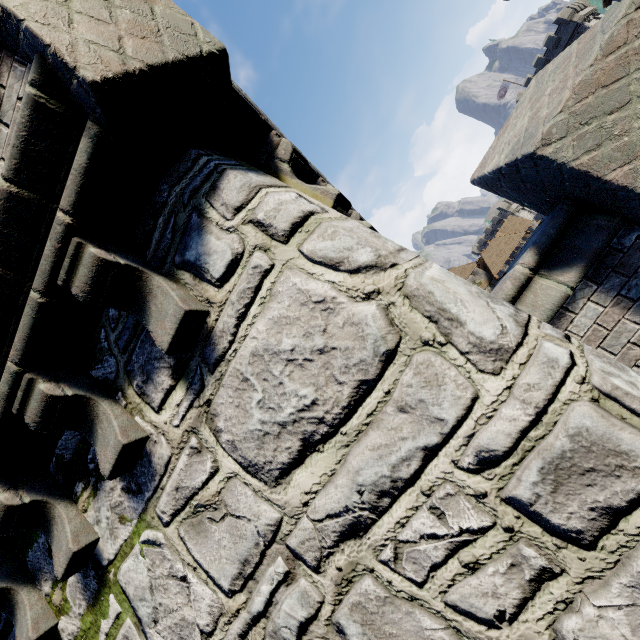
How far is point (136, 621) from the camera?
2.3 meters
